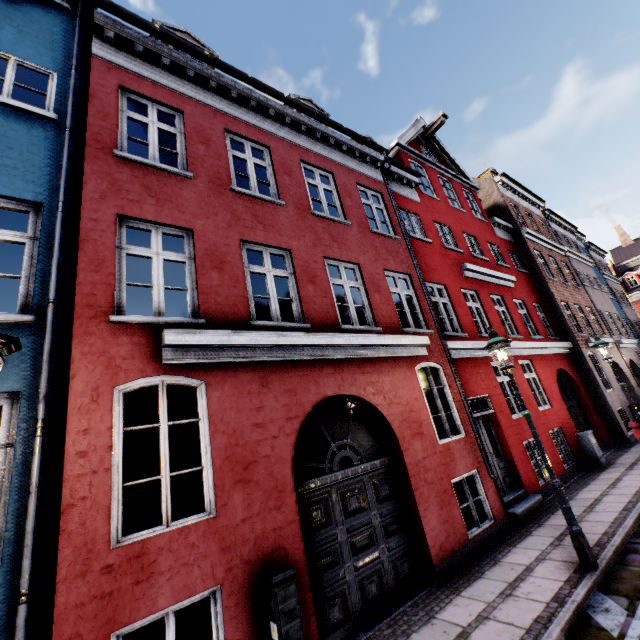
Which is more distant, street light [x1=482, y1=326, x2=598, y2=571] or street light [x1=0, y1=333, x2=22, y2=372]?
street light [x1=482, y1=326, x2=598, y2=571]

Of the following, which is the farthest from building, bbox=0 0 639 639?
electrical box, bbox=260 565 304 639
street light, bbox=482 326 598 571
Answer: street light, bbox=482 326 598 571

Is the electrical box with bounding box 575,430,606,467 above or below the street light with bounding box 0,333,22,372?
below

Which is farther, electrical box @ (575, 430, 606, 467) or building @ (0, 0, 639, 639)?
electrical box @ (575, 430, 606, 467)

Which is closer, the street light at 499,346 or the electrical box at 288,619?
the electrical box at 288,619

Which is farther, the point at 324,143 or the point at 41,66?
the point at 324,143

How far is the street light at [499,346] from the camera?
4.9m

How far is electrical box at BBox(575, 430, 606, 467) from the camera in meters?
10.5
